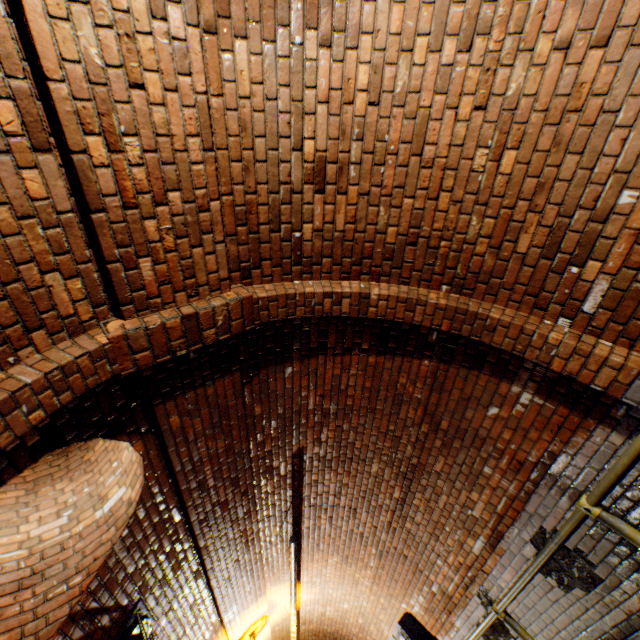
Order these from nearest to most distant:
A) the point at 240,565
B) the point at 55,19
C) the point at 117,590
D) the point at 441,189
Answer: the point at 55,19, the point at 441,189, the point at 117,590, the point at 240,565

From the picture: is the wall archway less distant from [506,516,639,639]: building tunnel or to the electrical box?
[506,516,639,639]: building tunnel

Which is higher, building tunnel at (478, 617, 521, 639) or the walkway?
the walkway

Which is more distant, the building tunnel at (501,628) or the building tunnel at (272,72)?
the building tunnel at (501,628)

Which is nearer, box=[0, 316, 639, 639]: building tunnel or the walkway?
the walkway

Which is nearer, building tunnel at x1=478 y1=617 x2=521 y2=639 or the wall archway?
the wall archway

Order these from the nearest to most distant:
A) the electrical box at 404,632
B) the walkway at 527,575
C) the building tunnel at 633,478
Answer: the walkway at 527,575 → the building tunnel at 633,478 → the electrical box at 404,632

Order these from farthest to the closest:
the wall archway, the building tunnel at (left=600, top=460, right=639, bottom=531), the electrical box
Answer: the electrical box → the building tunnel at (left=600, top=460, right=639, bottom=531) → the wall archway
